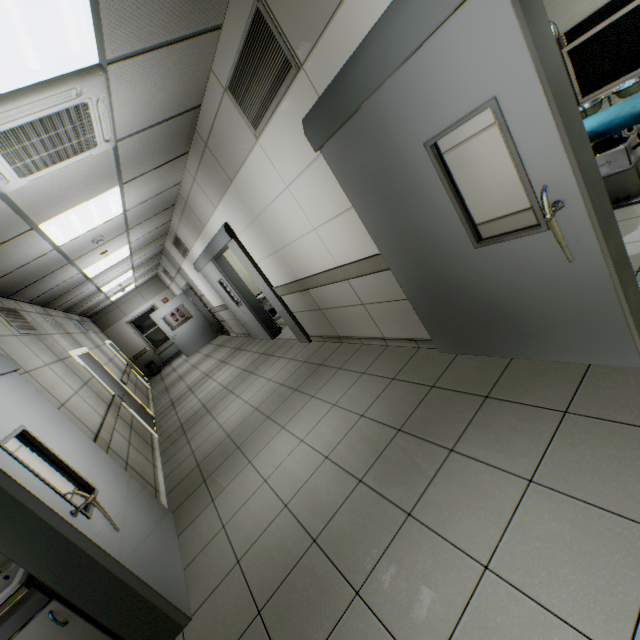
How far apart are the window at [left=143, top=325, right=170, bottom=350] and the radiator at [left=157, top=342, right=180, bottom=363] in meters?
0.1 m

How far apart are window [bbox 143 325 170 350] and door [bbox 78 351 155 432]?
7.0m

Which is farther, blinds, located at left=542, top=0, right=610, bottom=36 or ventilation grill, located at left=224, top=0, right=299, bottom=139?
blinds, located at left=542, top=0, right=610, bottom=36

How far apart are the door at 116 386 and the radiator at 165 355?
6.8m

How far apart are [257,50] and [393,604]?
3.7m

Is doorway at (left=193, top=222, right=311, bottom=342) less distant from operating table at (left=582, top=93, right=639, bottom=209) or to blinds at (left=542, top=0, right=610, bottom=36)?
operating table at (left=582, top=93, right=639, bottom=209)

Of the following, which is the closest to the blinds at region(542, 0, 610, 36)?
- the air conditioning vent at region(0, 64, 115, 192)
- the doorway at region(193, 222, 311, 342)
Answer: the doorway at region(193, 222, 311, 342)

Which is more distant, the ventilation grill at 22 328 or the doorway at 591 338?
the ventilation grill at 22 328
